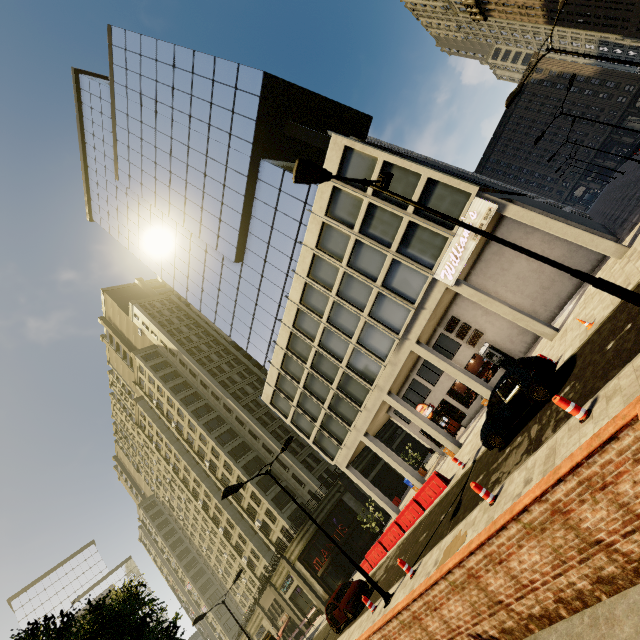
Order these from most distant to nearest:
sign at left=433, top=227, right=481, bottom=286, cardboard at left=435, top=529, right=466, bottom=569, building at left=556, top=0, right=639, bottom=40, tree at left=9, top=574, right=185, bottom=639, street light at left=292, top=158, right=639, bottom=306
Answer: building at left=556, top=0, right=639, bottom=40 → sign at left=433, top=227, right=481, bottom=286 → cardboard at left=435, top=529, right=466, bottom=569 → street light at left=292, top=158, right=639, bottom=306 → tree at left=9, top=574, right=185, bottom=639

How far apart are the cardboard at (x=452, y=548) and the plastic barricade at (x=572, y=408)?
4.9m

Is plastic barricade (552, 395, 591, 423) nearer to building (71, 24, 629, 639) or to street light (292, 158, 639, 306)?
street light (292, 158, 639, 306)

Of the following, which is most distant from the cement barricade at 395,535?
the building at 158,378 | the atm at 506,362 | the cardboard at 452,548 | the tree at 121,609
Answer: the tree at 121,609

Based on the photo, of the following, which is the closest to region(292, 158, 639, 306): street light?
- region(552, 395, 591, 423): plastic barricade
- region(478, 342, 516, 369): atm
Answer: region(552, 395, 591, 423): plastic barricade

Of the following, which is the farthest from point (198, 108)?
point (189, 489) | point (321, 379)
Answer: point (189, 489)

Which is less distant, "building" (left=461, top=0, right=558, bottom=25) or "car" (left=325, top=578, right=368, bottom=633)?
"car" (left=325, top=578, right=368, bottom=633)

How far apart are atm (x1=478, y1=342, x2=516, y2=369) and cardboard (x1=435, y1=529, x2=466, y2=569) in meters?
14.4 m
